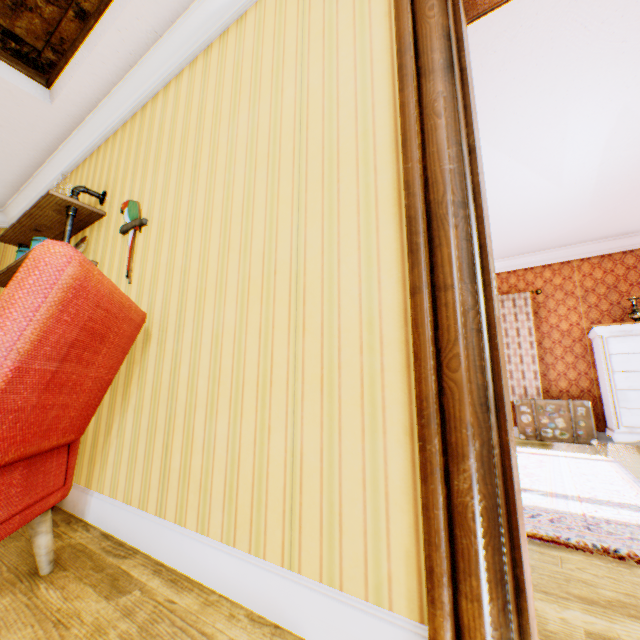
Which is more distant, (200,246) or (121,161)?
Answer: (121,161)

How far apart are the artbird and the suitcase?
5.7m

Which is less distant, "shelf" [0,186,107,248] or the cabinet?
"shelf" [0,186,107,248]

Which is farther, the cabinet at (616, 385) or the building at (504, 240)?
the cabinet at (616, 385)

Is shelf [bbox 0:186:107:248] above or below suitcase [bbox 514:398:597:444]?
above

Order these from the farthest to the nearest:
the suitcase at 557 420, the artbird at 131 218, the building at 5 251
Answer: the suitcase at 557 420 < the building at 5 251 < the artbird at 131 218

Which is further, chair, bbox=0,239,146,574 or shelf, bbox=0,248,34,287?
shelf, bbox=0,248,34,287

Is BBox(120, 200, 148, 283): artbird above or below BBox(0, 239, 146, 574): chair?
above
